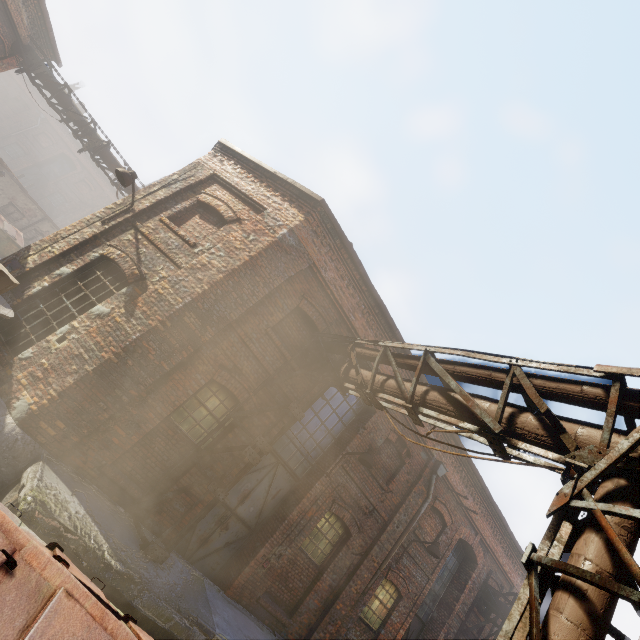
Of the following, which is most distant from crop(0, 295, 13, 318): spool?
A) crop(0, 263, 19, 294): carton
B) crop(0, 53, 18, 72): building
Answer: crop(0, 53, 18, 72): building

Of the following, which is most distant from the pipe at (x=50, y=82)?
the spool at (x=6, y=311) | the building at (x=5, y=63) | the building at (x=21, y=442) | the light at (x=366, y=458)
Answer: the light at (x=366, y=458)

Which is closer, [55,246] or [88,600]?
[88,600]

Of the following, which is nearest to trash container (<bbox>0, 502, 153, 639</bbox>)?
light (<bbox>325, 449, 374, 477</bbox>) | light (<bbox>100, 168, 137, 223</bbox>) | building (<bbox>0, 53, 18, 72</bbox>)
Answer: light (<bbox>325, 449, 374, 477</bbox>)

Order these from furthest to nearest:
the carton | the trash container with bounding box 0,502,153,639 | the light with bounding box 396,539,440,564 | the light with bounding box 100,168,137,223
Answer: the light with bounding box 396,539,440,564 < the light with bounding box 100,168,137,223 < the carton < the trash container with bounding box 0,502,153,639

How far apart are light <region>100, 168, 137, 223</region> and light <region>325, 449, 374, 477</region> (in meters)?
8.49

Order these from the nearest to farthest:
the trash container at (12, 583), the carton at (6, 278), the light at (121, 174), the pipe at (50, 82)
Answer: the trash container at (12, 583)
the carton at (6, 278)
the light at (121, 174)
the pipe at (50, 82)

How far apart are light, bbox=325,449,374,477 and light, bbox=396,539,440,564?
3.9m
